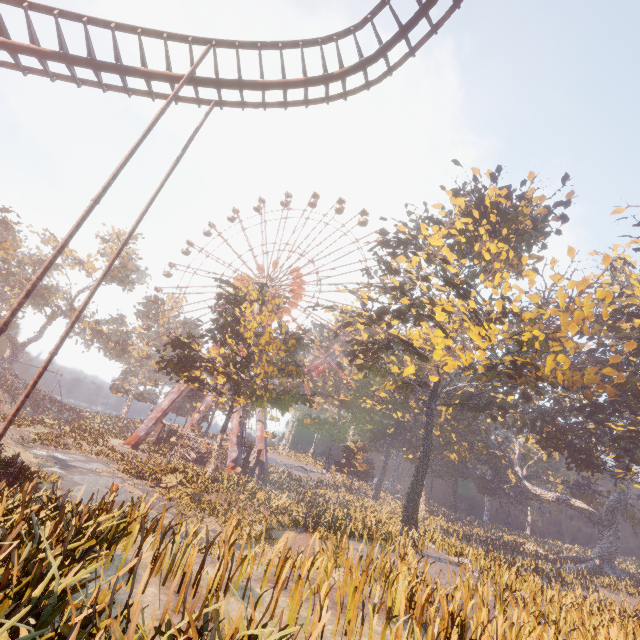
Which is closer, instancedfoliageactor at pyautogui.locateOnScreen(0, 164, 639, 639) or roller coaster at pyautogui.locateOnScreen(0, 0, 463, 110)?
instancedfoliageactor at pyautogui.locateOnScreen(0, 164, 639, 639)

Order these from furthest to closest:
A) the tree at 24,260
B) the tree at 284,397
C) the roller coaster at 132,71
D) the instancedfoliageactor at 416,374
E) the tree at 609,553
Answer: the tree at 24,260, the tree at 609,553, the tree at 284,397, the roller coaster at 132,71, the instancedfoliageactor at 416,374

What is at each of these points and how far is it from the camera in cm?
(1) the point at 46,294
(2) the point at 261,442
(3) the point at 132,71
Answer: (1) tree, 5572
(2) metal support, 4434
(3) roller coaster, 1205

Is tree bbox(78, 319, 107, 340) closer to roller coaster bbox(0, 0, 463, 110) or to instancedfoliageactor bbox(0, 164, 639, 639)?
roller coaster bbox(0, 0, 463, 110)

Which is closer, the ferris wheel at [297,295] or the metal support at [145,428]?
the metal support at [145,428]

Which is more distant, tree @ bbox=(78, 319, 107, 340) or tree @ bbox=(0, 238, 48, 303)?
tree @ bbox=(78, 319, 107, 340)

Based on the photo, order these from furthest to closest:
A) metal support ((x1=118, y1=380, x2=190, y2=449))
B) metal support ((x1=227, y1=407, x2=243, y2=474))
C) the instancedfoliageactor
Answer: metal support ((x1=118, y1=380, x2=190, y2=449)) → metal support ((x1=227, y1=407, x2=243, y2=474)) → the instancedfoliageactor

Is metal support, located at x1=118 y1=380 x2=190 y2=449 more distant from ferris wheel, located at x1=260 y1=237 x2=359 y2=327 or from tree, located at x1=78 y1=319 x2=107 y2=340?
tree, located at x1=78 y1=319 x2=107 y2=340
